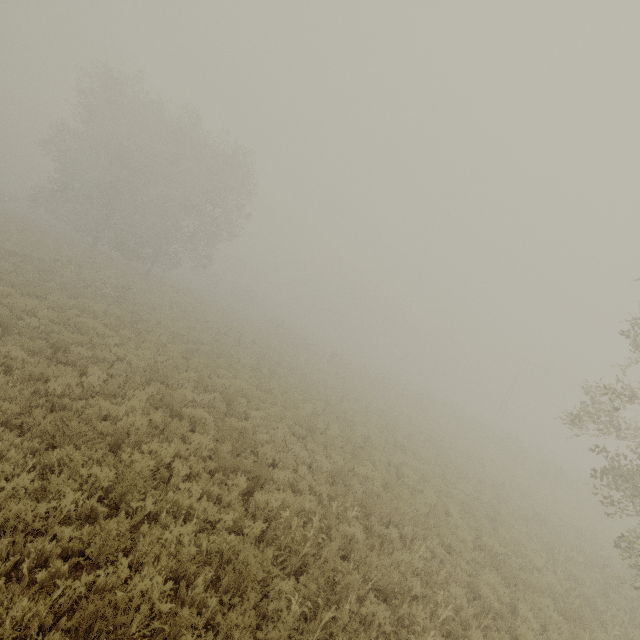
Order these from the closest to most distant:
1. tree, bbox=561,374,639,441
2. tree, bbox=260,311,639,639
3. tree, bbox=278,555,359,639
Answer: tree, bbox=278,555,359,639
tree, bbox=561,374,639,441
tree, bbox=260,311,639,639

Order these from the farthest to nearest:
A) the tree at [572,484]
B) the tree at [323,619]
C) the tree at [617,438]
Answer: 1. the tree at [572,484]
2. the tree at [617,438]
3. the tree at [323,619]

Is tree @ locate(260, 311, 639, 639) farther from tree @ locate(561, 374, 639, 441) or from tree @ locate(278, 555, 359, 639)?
tree @ locate(278, 555, 359, 639)

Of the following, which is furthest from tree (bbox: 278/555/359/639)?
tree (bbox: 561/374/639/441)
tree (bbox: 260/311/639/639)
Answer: tree (bbox: 260/311/639/639)

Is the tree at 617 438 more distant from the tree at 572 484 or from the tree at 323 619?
the tree at 572 484

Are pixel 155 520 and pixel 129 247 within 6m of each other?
no
